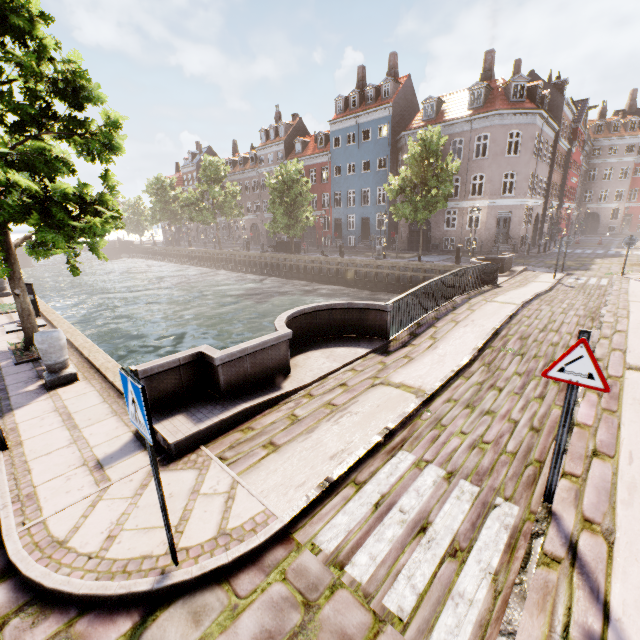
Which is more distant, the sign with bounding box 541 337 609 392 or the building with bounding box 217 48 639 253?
the building with bounding box 217 48 639 253

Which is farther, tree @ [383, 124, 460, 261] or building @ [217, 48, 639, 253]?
building @ [217, 48, 639, 253]

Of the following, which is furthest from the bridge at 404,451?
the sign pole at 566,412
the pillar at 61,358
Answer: the pillar at 61,358

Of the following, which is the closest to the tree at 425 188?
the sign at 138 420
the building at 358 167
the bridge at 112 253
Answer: the bridge at 112 253

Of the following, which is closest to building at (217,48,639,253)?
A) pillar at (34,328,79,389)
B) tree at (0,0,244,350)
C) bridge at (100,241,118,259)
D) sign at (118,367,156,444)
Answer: tree at (0,0,244,350)

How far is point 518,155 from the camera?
26.0m

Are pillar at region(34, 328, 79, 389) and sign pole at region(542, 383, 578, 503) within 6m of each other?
no

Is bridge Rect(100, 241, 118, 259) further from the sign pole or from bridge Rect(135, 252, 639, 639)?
the sign pole
